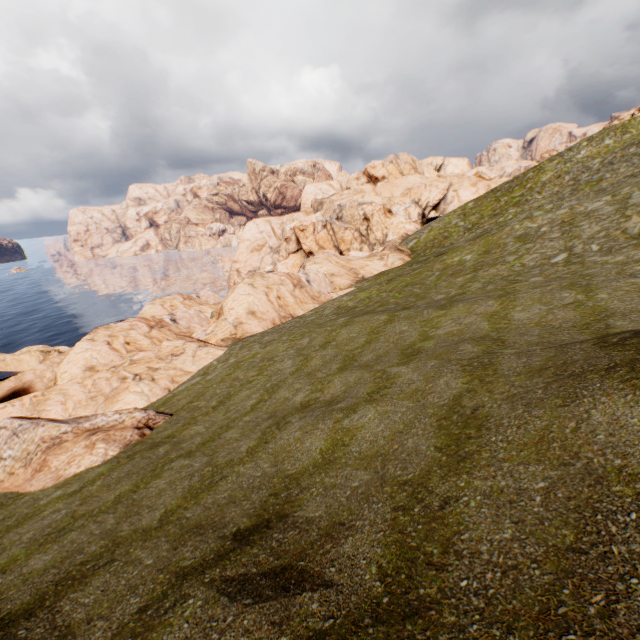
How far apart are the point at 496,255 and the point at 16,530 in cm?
3261
